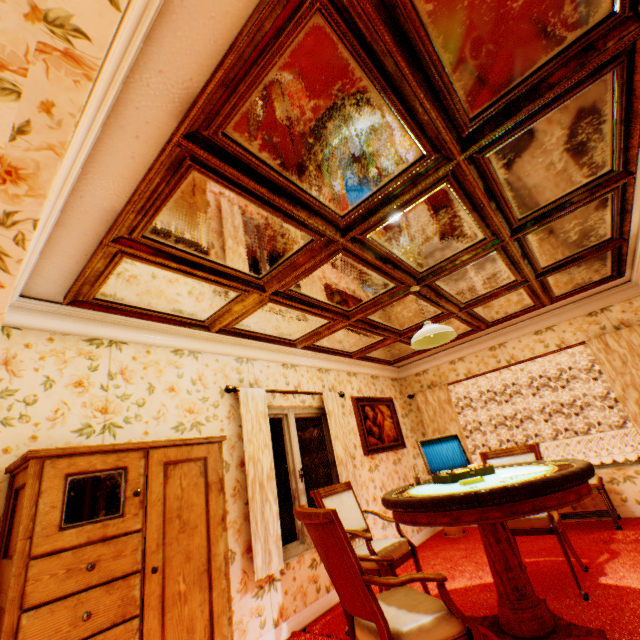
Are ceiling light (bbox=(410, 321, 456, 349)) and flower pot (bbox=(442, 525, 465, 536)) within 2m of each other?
no

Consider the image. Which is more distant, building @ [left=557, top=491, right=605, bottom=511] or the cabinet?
building @ [left=557, top=491, right=605, bottom=511]

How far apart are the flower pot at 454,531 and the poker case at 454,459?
2.90m

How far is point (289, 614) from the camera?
3.3m

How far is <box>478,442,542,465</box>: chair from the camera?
3.8m

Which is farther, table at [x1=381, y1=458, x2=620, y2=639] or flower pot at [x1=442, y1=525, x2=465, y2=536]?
flower pot at [x1=442, y1=525, x2=465, y2=536]

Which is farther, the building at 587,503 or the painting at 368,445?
the painting at 368,445

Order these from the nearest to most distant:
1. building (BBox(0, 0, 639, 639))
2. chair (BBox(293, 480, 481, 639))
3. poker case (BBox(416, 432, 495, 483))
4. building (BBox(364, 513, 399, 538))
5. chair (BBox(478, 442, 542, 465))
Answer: building (BBox(0, 0, 639, 639)), chair (BBox(293, 480, 481, 639)), poker case (BBox(416, 432, 495, 483)), chair (BBox(478, 442, 542, 465)), building (BBox(364, 513, 399, 538))
